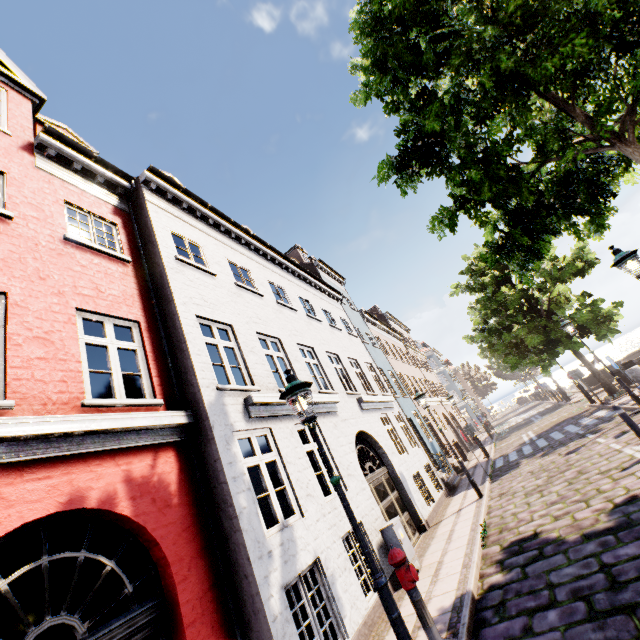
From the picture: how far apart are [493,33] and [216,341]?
7.35m

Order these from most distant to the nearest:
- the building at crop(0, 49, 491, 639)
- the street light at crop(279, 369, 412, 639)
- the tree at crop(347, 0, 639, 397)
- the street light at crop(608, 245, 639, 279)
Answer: the street light at crop(608, 245, 639, 279) → the tree at crop(347, 0, 639, 397) → the building at crop(0, 49, 491, 639) → the street light at crop(279, 369, 412, 639)

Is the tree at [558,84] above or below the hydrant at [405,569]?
above

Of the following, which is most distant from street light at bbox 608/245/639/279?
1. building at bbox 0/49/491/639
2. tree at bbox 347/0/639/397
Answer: building at bbox 0/49/491/639

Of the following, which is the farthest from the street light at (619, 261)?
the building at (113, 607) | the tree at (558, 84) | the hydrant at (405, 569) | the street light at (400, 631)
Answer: the building at (113, 607)

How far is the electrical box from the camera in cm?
705

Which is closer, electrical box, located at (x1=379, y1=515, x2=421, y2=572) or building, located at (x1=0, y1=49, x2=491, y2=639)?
building, located at (x1=0, y1=49, x2=491, y2=639)

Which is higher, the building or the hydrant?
the building
